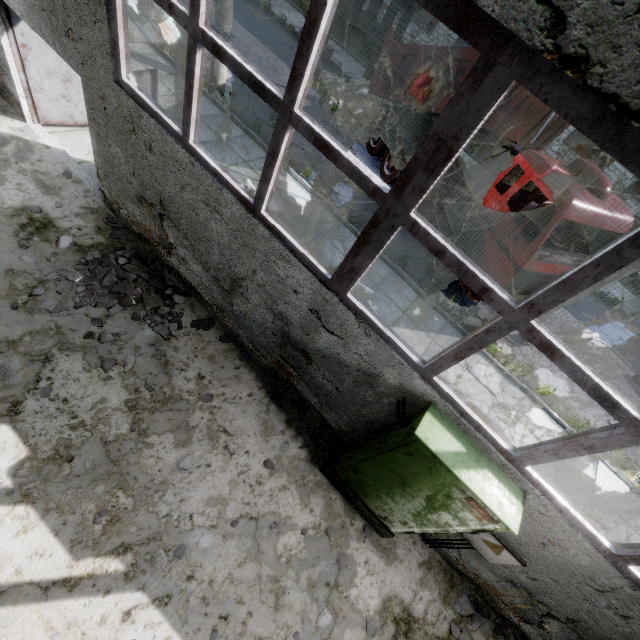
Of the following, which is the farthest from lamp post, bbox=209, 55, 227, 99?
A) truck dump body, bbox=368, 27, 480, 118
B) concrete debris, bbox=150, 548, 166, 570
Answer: concrete debris, bbox=150, 548, 166, 570

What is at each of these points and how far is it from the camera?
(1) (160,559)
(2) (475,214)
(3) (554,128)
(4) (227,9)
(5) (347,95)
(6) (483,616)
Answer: (1) concrete debris, 3.9 meters
(2) truck, 7.9 meters
(3) truck dump body, 8.8 meters
(4) lamp post, 8.7 meters
(5) concrete debris, 13.2 meters
(6) concrete debris, 5.0 meters

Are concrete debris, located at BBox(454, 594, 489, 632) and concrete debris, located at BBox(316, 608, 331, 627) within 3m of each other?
yes

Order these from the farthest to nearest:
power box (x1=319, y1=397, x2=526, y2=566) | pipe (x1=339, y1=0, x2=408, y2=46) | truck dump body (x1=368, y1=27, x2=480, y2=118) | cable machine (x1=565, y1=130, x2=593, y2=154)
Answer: cable machine (x1=565, y1=130, x2=593, y2=154), pipe (x1=339, y1=0, x2=408, y2=46), truck dump body (x1=368, y1=27, x2=480, y2=118), power box (x1=319, y1=397, x2=526, y2=566)

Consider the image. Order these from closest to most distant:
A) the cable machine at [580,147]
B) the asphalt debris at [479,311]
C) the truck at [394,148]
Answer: the asphalt debris at [479,311], the truck at [394,148], the cable machine at [580,147]

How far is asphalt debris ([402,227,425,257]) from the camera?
9.8m

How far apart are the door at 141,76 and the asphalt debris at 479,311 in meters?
8.5 m

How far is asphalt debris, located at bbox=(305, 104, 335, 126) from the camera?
12.0m
